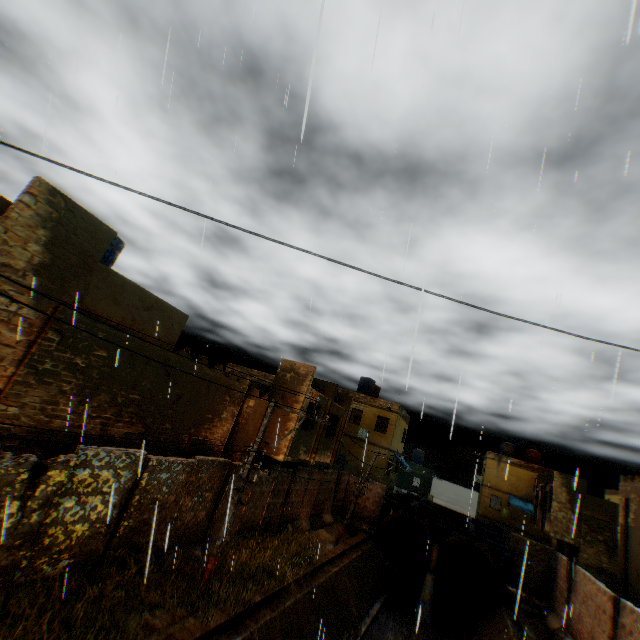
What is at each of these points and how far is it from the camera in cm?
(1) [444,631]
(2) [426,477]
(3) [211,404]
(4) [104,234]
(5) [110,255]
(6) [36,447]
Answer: (1) concrete channel, 1892
(2) building, 4012
(3) building, 1378
(4) building, 926
(5) water tank, 1382
(6) building, 839

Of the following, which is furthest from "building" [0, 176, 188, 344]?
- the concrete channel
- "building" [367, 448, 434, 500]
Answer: "building" [367, 448, 434, 500]

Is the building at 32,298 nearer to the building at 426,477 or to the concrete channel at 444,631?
the concrete channel at 444,631

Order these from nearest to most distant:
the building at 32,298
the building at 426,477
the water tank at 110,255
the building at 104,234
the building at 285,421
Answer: the building at 104,234
the building at 32,298
the water tank at 110,255
the building at 285,421
the building at 426,477

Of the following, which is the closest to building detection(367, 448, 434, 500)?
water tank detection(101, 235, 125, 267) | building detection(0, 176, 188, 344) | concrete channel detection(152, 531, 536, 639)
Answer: building detection(0, 176, 188, 344)

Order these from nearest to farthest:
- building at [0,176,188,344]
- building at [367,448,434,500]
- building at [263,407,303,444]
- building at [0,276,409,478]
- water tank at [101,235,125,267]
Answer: building at [0,176,188,344], building at [0,276,409,478], water tank at [101,235,125,267], building at [263,407,303,444], building at [367,448,434,500]

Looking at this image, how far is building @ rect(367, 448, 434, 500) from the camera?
→ 28.5 meters

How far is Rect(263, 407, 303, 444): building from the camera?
16.1m
